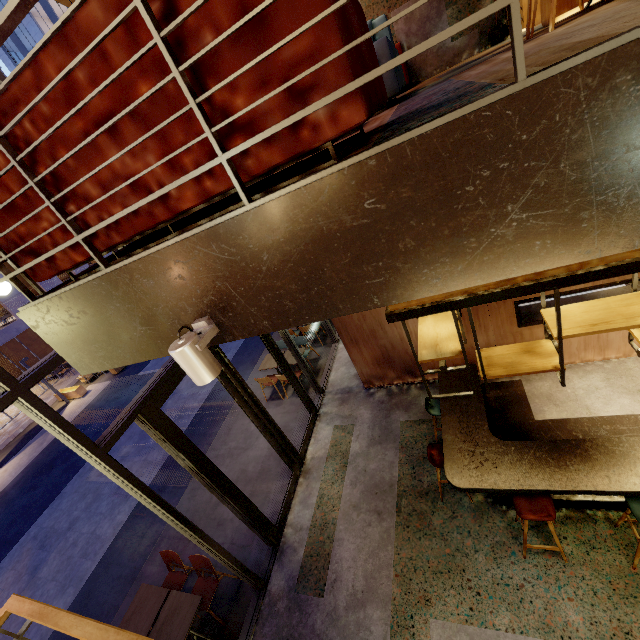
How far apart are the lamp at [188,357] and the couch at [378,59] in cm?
49

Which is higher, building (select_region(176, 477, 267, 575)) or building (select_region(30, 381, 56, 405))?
building (select_region(176, 477, 267, 575))

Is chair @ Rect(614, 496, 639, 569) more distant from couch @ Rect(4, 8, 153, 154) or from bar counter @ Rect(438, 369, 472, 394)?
couch @ Rect(4, 8, 153, 154)

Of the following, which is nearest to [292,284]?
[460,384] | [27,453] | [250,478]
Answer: [460,384]

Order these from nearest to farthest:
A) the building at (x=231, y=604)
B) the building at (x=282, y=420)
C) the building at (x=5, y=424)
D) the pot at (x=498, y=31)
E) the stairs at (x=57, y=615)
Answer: the stairs at (x=57, y=615) < the building at (x=231, y=604) < the pot at (x=498, y=31) < the building at (x=282, y=420) < the building at (x=5, y=424)

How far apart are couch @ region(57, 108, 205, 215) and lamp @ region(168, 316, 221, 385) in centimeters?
49cm

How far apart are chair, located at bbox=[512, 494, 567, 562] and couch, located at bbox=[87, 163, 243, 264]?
4.2m

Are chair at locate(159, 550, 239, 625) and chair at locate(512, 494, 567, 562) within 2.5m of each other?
no
